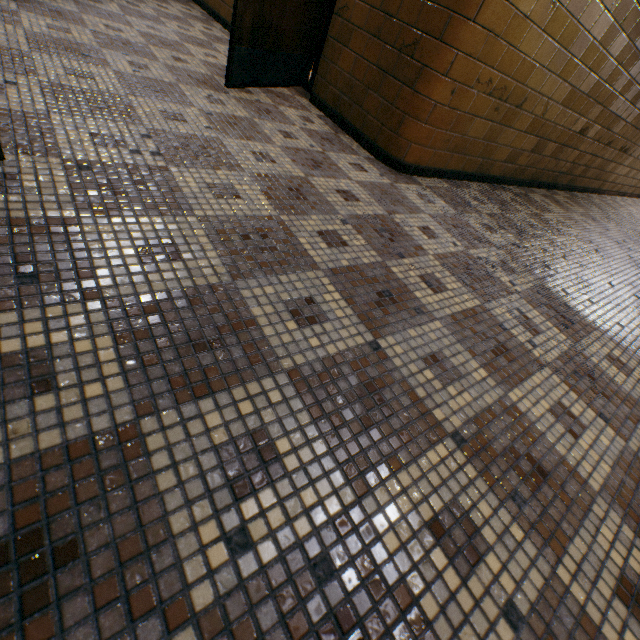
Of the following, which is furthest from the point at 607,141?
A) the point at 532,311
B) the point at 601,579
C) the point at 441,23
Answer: the point at 601,579
